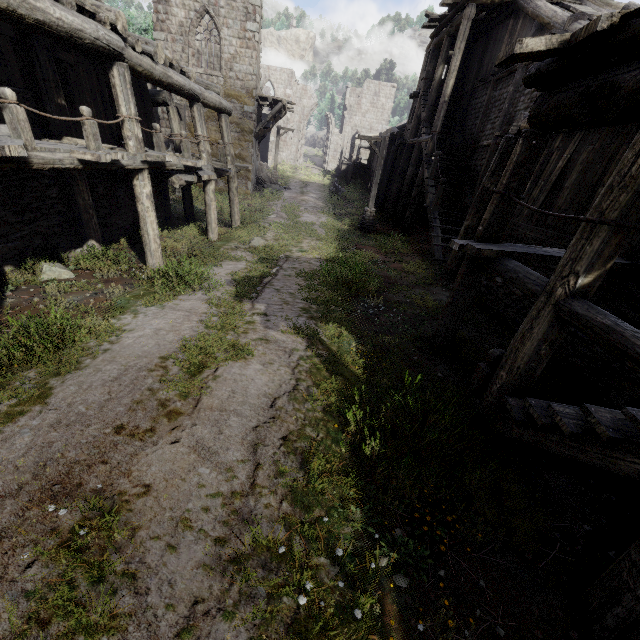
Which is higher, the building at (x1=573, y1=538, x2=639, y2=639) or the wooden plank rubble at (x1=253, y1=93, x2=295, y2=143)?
the wooden plank rubble at (x1=253, y1=93, x2=295, y2=143)

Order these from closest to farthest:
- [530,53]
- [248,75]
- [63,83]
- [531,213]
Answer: [530,53] → [531,213] → [63,83] → [248,75]

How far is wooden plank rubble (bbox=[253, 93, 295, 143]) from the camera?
21.5 meters

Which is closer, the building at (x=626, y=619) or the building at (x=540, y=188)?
the building at (x=626, y=619)

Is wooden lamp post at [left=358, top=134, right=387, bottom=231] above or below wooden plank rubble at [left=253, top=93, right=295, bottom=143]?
below

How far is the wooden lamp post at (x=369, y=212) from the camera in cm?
1666

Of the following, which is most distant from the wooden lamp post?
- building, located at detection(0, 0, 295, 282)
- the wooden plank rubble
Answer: the wooden plank rubble
